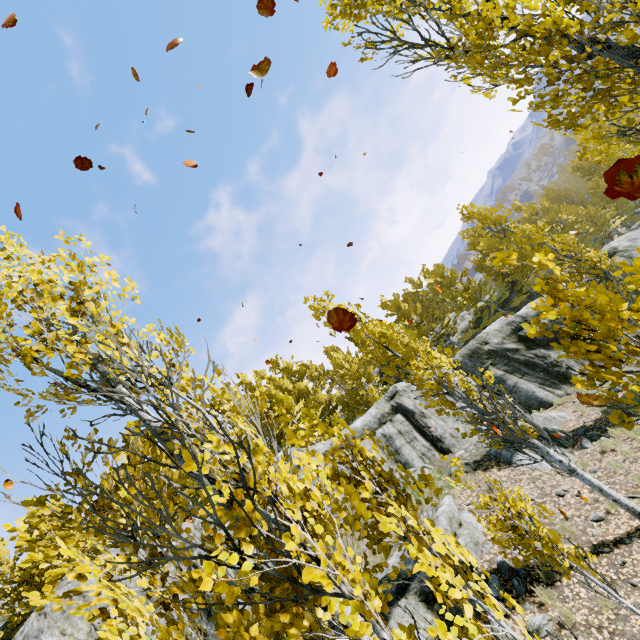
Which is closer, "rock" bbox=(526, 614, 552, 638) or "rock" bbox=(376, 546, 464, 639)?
"rock" bbox=(526, 614, 552, 638)

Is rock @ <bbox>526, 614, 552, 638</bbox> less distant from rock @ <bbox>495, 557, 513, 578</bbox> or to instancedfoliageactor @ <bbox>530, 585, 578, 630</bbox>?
rock @ <bbox>495, 557, 513, 578</bbox>

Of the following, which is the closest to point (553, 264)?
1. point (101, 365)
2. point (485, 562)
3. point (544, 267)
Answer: point (544, 267)

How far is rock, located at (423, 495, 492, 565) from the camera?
9.1m

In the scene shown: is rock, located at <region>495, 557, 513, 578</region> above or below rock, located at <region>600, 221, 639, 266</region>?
above

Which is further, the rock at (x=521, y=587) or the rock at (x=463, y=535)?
the rock at (x=463, y=535)

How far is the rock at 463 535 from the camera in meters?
9.1 m

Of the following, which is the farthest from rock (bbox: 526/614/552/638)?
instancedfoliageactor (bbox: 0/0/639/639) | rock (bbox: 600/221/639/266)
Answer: instancedfoliageactor (bbox: 0/0/639/639)
